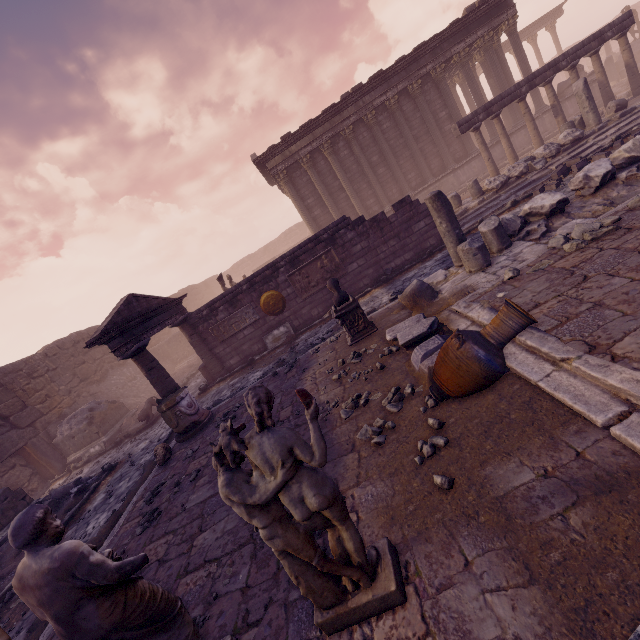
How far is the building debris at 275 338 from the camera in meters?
11.9 m

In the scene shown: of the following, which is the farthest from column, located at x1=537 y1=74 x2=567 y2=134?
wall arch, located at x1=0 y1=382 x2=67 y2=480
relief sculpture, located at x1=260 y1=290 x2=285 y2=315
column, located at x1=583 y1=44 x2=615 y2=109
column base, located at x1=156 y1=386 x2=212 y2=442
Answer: wall arch, located at x1=0 y1=382 x2=67 y2=480

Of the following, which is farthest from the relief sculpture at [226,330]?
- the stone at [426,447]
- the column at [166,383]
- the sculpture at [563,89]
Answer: the sculpture at [563,89]

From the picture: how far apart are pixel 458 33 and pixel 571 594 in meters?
23.1

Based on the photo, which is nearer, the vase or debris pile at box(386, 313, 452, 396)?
the vase

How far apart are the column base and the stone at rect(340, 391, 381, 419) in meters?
4.4 m

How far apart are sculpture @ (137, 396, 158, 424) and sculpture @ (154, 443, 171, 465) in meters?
6.0 m

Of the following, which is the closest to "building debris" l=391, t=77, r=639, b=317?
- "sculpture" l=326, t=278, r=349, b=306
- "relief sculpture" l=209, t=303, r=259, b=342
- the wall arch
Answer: "sculpture" l=326, t=278, r=349, b=306
